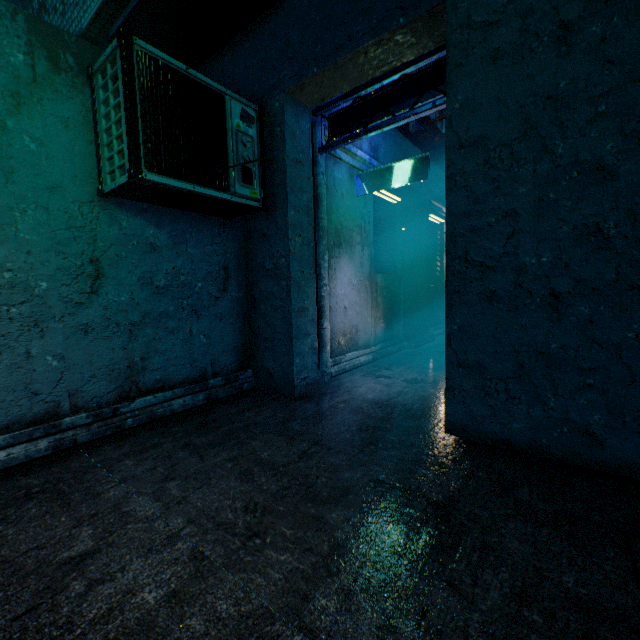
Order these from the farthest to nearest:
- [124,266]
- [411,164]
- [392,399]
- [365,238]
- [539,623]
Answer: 1. [365,238]
2. [411,164]
3. [392,399]
4. [124,266]
5. [539,623]

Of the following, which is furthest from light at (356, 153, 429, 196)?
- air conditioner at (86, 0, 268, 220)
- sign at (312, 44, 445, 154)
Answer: air conditioner at (86, 0, 268, 220)

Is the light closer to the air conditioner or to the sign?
the sign

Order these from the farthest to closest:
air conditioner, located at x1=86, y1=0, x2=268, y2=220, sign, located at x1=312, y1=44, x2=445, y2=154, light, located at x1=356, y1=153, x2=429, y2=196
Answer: light, located at x1=356, y1=153, x2=429, y2=196 < sign, located at x1=312, y1=44, x2=445, y2=154 < air conditioner, located at x1=86, y1=0, x2=268, y2=220

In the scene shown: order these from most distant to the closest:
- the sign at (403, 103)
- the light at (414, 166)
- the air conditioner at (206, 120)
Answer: the light at (414, 166) < the sign at (403, 103) < the air conditioner at (206, 120)

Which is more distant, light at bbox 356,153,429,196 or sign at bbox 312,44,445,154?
light at bbox 356,153,429,196

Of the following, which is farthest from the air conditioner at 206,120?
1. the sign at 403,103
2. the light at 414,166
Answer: the light at 414,166
